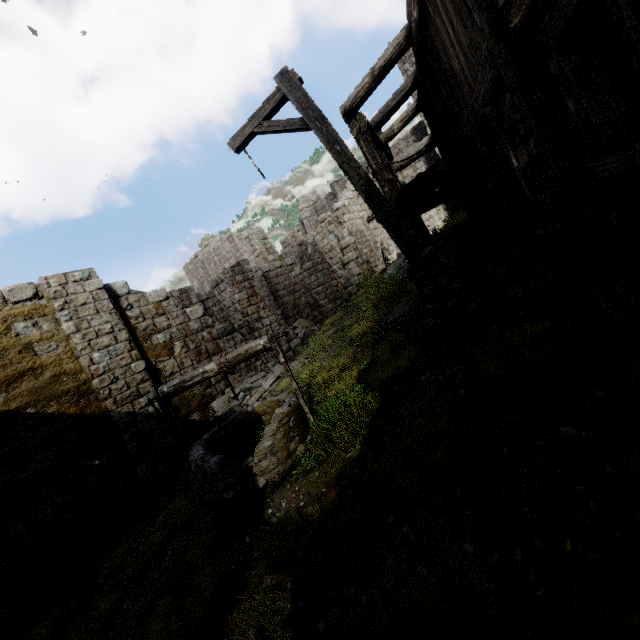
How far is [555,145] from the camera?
3.5 meters

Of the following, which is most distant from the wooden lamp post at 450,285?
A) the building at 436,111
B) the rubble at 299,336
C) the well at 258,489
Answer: the rubble at 299,336

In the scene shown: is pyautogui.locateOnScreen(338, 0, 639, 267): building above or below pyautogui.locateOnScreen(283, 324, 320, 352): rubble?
above

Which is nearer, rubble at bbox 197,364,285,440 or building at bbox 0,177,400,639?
building at bbox 0,177,400,639

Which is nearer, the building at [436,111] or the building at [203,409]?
the building at [436,111]

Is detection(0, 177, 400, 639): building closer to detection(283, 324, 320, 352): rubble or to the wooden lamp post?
detection(283, 324, 320, 352): rubble

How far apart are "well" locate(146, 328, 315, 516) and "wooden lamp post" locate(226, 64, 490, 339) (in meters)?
2.36

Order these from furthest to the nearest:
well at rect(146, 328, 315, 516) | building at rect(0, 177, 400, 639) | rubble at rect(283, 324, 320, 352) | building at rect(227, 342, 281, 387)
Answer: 1. rubble at rect(283, 324, 320, 352)
2. building at rect(227, 342, 281, 387)
3. building at rect(0, 177, 400, 639)
4. well at rect(146, 328, 315, 516)
